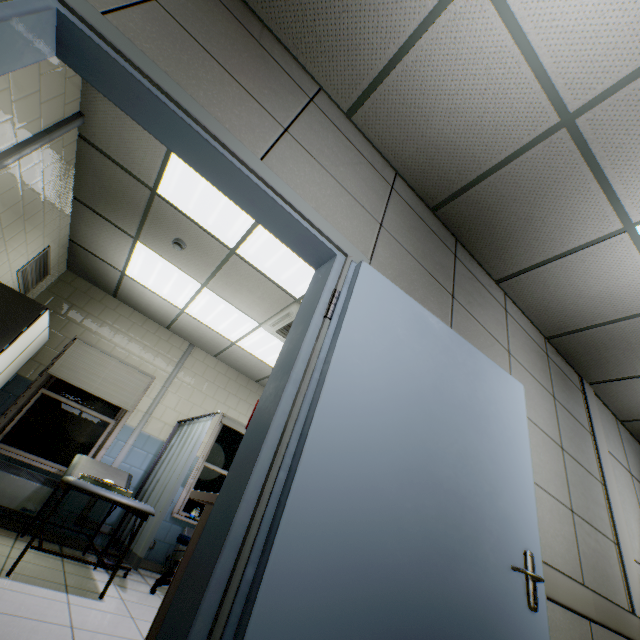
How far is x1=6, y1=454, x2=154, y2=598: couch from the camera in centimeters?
271cm

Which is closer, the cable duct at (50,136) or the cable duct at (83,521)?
the cable duct at (50,136)

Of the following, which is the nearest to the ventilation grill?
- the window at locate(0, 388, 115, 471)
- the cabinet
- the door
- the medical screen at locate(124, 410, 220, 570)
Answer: the cabinet

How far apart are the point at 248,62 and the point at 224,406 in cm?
551

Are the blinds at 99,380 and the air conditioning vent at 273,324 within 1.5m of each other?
no

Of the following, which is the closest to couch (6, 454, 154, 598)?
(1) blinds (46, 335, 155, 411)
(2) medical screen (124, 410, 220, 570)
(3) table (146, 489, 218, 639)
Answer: (2) medical screen (124, 410, 220, 570)

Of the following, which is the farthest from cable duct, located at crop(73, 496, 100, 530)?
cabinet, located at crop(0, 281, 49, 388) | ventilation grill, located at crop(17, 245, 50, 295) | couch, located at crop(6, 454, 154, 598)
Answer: ventilation grill, located at crop(17, 245, 50, 295)

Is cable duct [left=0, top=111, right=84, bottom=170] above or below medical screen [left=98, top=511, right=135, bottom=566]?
above
